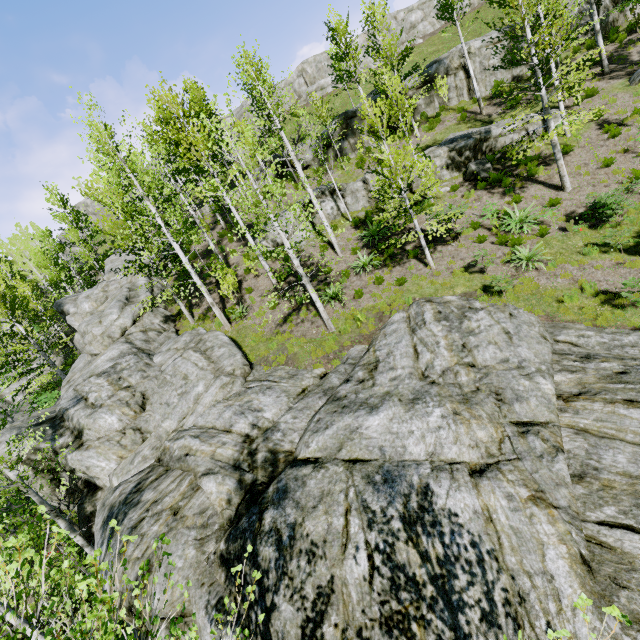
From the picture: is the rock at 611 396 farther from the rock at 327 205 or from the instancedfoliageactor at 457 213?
the rock at 327 205

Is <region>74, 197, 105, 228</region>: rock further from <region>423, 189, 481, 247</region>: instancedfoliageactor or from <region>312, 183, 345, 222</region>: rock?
<region>312, 183, 345, 222</region>: rock

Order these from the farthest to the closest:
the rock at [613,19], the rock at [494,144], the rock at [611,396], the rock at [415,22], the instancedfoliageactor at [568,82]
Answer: the rock at [415,22]
the rock at [613,19]
the rock at [494,144]
the instancedfoliageactor at [568,82]
the rock at [611,396]

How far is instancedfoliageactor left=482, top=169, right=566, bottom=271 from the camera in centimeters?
1178cm

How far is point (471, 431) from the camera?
6.7m

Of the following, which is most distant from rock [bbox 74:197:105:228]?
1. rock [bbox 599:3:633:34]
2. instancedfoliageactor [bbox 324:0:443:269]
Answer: rock [bbox 599:3:633:34]

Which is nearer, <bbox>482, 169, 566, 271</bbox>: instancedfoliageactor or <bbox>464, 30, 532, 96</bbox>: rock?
<bbox>482, 169, 566, 271</bbox>: instancedfoliageactor

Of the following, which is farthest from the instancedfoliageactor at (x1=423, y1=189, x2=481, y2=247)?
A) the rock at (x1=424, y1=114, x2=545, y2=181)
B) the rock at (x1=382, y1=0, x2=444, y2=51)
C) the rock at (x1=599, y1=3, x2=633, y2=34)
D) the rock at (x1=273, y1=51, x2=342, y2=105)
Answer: the rock at (x1=382, y1=0, x2=444, y2=51)
